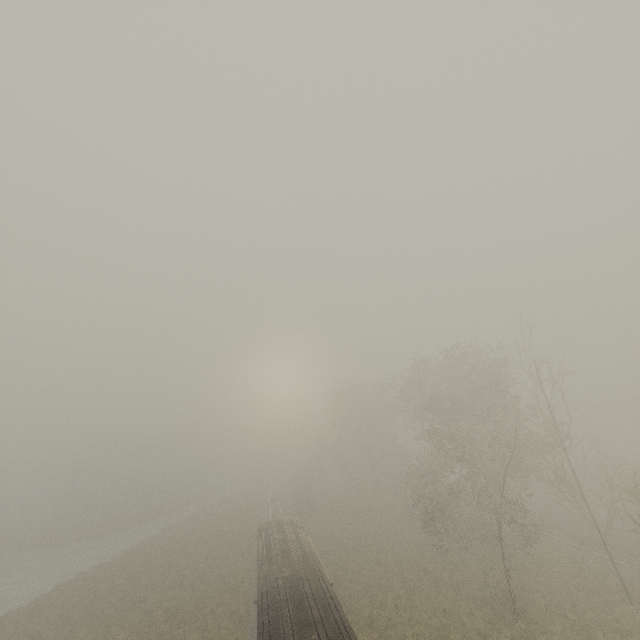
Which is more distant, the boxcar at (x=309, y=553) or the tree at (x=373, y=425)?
the tree at (x=373, y=425)

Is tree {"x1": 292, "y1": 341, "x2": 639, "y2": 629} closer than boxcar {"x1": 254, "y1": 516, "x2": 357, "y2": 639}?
No

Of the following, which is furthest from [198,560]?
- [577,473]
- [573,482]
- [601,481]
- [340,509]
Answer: [601,481]
